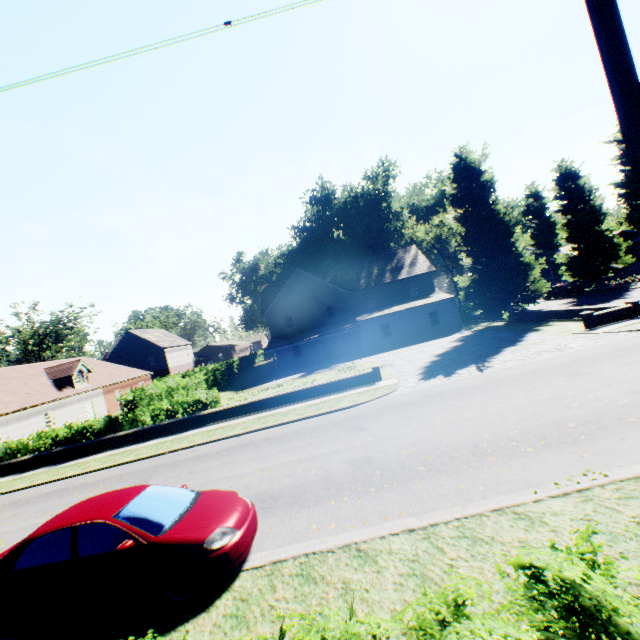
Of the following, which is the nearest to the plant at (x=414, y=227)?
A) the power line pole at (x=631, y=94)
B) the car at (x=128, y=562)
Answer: the power line pole at (x=631, y=94)

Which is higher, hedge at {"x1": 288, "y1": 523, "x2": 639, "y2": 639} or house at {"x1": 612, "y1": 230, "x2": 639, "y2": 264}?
house at {"x1": 612, "y1": 230, "x2": 639, "y2": 264}

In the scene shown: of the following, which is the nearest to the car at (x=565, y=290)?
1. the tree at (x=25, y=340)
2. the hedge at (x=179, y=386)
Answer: the hedge at (x=179, y=386)

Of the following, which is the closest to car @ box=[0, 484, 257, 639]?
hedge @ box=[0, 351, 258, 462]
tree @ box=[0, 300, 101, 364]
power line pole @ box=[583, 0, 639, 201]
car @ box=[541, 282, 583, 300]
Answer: hedge @ box=[0, 351, 258, 462]

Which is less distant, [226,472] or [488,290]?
[226,472]

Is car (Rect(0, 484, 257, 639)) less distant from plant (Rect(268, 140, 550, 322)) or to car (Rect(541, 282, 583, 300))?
plant (Rect(268, 140, 550, 322))

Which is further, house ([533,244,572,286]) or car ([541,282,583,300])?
house ([533,244,572,286])

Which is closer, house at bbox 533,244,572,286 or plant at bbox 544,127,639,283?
plant at bbox 544,127,639,283
